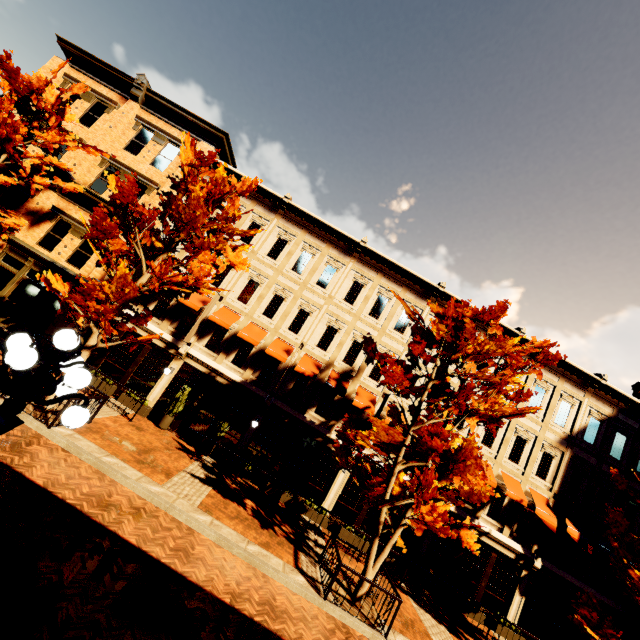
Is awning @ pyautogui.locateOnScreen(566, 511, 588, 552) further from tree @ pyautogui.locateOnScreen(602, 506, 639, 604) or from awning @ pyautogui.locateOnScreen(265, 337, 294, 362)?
awning @ pyautogui.locateOnScreen(265, 337, 294, 362)

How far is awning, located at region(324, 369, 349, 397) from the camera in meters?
15.7

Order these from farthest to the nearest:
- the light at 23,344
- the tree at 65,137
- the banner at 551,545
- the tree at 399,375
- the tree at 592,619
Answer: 1. the banner at 551,545
2. the tree at 65,137
3. the tree at 592,619
4. the tree at 399,375
5. the light at 23,344

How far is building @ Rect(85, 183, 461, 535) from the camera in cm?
1580

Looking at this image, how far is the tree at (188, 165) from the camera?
9.55m

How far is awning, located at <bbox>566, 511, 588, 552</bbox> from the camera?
15.1 meters

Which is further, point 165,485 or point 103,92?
point 103,92

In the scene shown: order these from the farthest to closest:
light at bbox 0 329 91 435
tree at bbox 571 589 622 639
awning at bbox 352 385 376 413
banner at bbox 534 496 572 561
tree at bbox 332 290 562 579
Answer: awning at bbox 352 385 376 413 → banner at bbox 534 496 572 561 → tree at bbox 571 589 622 639 → tree at bbox 332 290 562 579 → light at bbox 0 329 91 435
